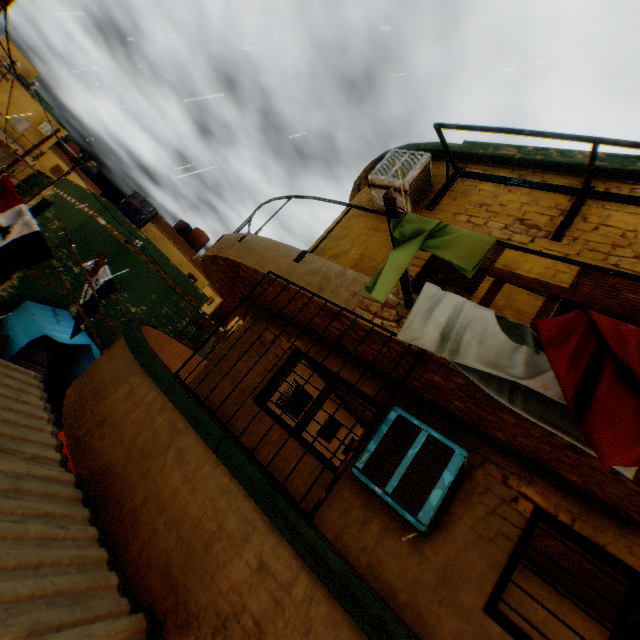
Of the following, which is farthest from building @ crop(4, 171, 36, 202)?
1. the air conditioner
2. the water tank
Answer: the water tank

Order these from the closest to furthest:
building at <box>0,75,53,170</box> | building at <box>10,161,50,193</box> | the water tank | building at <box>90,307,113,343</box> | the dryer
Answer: the dryer → building at <box>90,307,113,343</box> → the water tank → building at <box>0,75,53,170</box> → building at <box>10,161,50,193</box>

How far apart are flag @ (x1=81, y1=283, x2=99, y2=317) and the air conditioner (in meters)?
7.32

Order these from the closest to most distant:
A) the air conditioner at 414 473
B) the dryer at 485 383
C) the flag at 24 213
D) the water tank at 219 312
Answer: the dryer at 485 383
the air conditioner at 414 473
the flag at 24 213
the water tank at 219 312

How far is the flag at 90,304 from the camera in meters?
7.8 m

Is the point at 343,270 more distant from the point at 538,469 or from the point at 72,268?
the point at 72,268

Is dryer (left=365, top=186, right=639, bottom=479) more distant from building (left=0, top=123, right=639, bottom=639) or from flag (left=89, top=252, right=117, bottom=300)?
flag (left=89, top=252, right=117, bottom=300)
